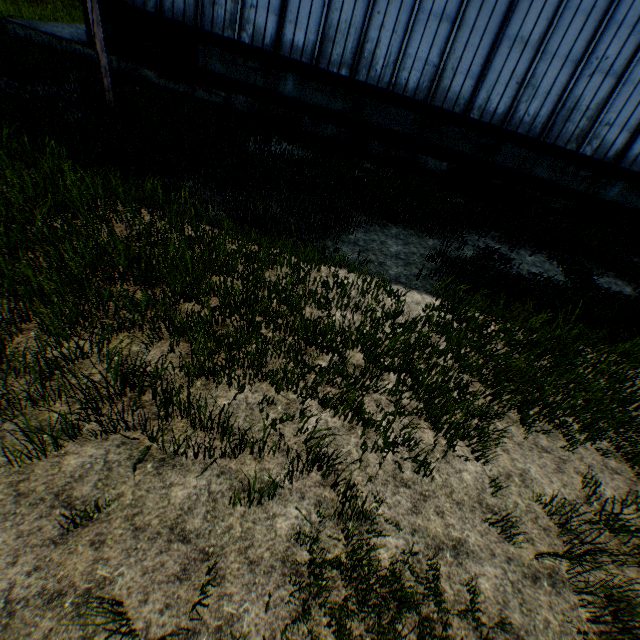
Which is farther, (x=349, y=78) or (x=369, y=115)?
(x=369, y=115)
